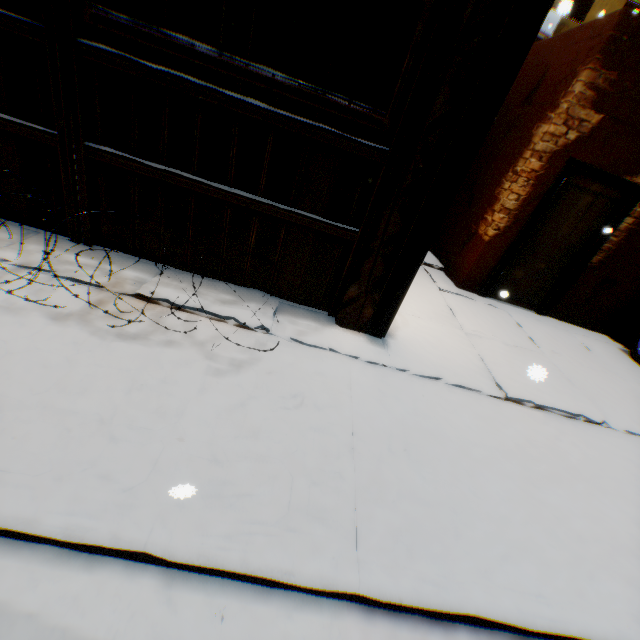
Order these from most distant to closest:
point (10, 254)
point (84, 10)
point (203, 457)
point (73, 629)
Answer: point (10, 254) < point (84, 10) < point (203, 457) < point (73, 629)

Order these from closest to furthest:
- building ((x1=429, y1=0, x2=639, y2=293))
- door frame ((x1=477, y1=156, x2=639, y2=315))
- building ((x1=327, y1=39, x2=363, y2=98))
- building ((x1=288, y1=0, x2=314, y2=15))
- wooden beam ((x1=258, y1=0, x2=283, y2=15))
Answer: building ((x1=429, y1=0, x2=639, y2=293)) → door frame ((x1=477, y1=156, x2=639, y2=315)) → building ((x1=288, y1=0, x2=314, y2=15)) → wooden beam ((x1=258, y1=0, x2=283, y2=15)) → building ((x1=327, y1=39, x2=363, y2=98))

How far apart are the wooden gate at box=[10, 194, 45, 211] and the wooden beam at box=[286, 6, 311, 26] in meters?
3.9

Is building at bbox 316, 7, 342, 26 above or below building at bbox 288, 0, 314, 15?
above

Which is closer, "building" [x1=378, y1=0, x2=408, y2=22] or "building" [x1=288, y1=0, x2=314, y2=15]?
"building" [x1=378, y1=0, x2=408, y2=22]

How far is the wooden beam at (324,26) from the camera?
6.5m

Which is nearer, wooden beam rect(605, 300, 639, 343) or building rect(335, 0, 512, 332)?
building rect(335, 0, 512, 332)

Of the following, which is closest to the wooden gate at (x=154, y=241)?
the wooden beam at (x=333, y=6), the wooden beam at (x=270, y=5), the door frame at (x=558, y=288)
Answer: the wooden beam at (x=333, y=6)
